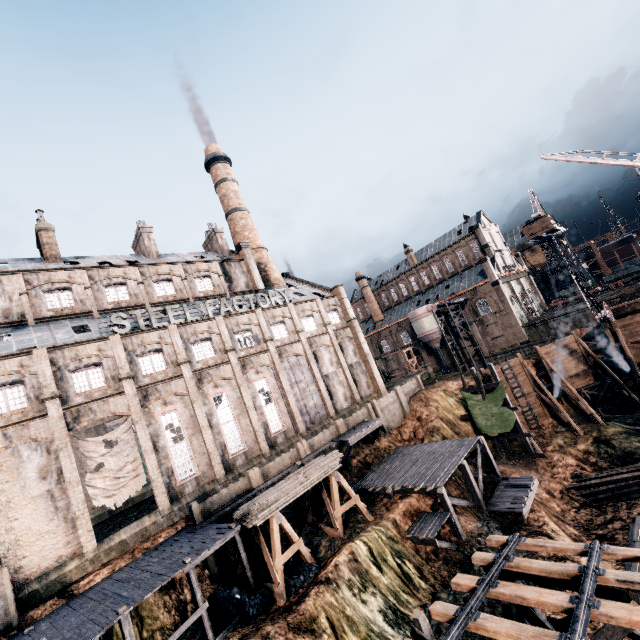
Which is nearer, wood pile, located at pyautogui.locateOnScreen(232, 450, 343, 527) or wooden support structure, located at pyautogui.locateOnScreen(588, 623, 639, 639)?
wooden support structure, located at pyautogui.locateOnScreen(588, 623, 639, 639)

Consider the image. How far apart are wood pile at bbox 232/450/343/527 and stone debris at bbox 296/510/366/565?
3.5m

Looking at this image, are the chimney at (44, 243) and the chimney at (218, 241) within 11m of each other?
no

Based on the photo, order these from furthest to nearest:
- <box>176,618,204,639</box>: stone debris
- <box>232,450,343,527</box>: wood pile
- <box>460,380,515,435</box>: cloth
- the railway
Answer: <box>460,380,515,435</box>: cloth
<box>232,450,343,527</box>: wood pile
<box>176,618,204,639</box>: stone debris
the railway

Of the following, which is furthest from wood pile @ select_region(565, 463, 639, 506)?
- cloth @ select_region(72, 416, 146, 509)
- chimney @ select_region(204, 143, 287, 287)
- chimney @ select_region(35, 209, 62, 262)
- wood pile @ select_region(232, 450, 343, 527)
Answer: chimney @ select_region(35, 209, 62, 262)

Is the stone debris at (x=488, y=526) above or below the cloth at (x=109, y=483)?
below

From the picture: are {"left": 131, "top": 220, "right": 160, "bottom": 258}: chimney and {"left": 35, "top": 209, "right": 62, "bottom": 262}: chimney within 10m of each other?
yes

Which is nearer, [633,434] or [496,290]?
[633,434]
